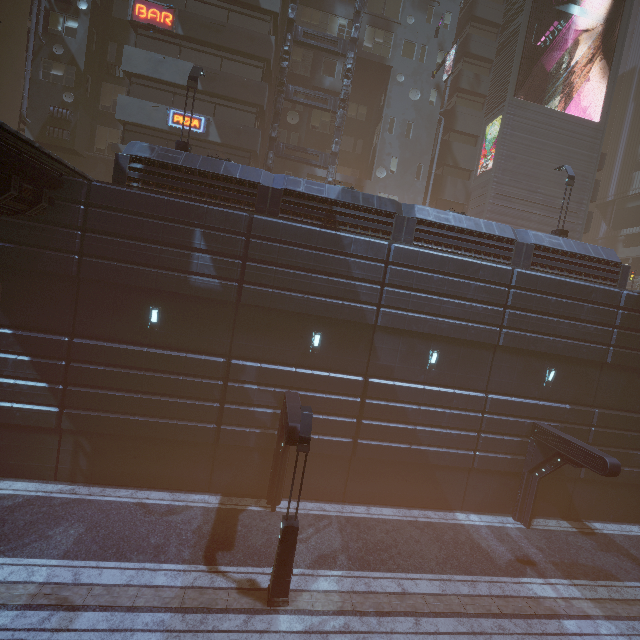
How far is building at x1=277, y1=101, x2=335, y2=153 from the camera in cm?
2464

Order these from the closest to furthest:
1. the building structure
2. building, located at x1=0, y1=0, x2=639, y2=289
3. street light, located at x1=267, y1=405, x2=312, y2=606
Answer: street light, located at x1=267, y1=405, x2=312, y2=606
building, located at x1=0, y1=0, x2=639, y2=289
the building structure

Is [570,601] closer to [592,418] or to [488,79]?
[592,418]

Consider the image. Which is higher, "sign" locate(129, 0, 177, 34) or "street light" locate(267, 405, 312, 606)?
"sign" locate(129, 0, 177, 34)

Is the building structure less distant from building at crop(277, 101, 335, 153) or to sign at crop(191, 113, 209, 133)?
building at crop(277, 101, 335, 153)

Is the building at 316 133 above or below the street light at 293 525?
above

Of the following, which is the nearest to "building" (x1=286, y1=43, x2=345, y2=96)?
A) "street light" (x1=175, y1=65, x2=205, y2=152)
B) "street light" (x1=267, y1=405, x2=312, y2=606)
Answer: "street light" (x1=267, y1=405, x2=312, y2=606)

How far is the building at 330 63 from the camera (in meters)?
24.44
